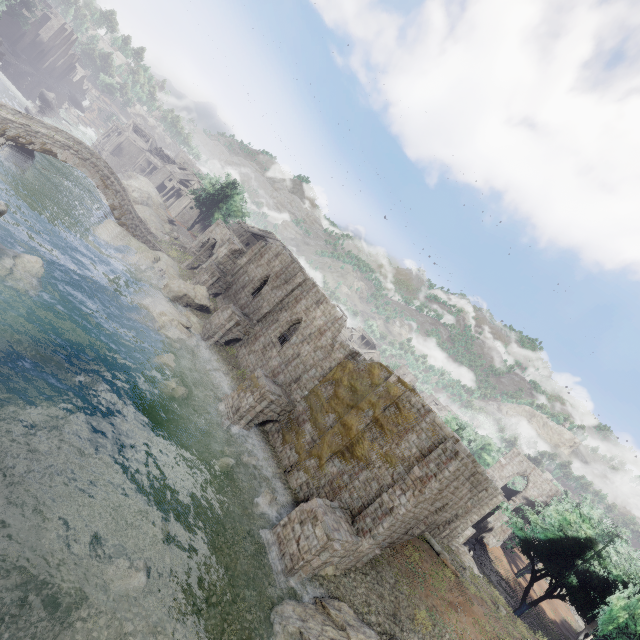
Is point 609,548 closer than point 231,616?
No

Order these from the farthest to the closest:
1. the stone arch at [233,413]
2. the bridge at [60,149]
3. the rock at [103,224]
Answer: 1. the rock at [103,224]
2. the bridge at [60,149]
3. the stone arch at [233,413]

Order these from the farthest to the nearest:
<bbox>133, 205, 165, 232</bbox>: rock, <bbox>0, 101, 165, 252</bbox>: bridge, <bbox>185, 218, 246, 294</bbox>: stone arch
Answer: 1. <bbox>133, 205, 165, 232</bbox>: rock
2. <bbox>185, 218, 246, 294</bbox>: stone arch
3. <bbox>0, 101, 165, 252</bbox>: bridge

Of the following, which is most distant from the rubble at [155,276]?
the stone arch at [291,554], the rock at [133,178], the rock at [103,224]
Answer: the stone arch at [291,554]

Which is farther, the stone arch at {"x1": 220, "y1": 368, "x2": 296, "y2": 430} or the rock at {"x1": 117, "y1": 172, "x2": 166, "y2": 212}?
the rock at {"x1": 117, "y1": 172, "x2": 166, "y2": 212}

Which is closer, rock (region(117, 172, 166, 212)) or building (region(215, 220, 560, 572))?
building (region(215, 220, 560, 572))

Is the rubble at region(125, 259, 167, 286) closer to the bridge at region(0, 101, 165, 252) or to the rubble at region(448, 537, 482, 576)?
the bridge at region(0, 101, 165, 252)

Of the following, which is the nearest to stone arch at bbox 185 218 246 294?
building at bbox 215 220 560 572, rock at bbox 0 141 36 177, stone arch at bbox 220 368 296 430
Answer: building at bbox 215 220 560 572
